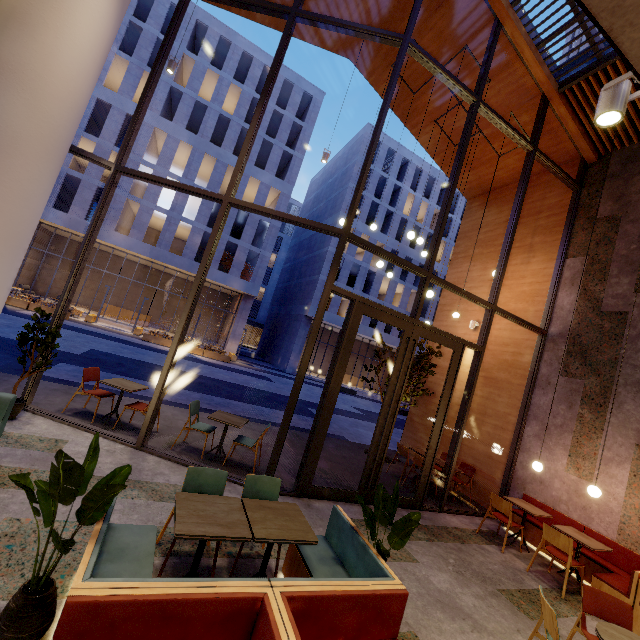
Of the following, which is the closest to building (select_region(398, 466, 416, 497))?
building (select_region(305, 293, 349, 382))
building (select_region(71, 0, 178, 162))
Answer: building (select_region(71, 0, 178, 162))

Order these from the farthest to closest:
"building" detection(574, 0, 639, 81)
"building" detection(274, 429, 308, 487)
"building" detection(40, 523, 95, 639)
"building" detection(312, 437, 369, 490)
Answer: "building" detection(312, 437, 369, 490)
"building" detection(274, 429, 308, 487)
"building" detection(40, 523, 95, 639)
"building" detection(574, 0, 639, 81)

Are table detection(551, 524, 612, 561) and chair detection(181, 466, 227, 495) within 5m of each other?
no

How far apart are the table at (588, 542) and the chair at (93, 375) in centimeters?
857cm

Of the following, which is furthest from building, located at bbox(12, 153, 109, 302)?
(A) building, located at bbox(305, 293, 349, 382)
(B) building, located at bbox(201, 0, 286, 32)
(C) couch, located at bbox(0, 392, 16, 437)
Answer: (C) couch, located at bbox(0, 392, 16, 437)

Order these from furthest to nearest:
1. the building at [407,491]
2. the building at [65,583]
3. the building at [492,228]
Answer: the building at [492,228], the building at [407,491], the building at [65,583]

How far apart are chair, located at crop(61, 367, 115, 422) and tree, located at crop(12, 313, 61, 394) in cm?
68

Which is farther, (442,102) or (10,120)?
(442,102)
